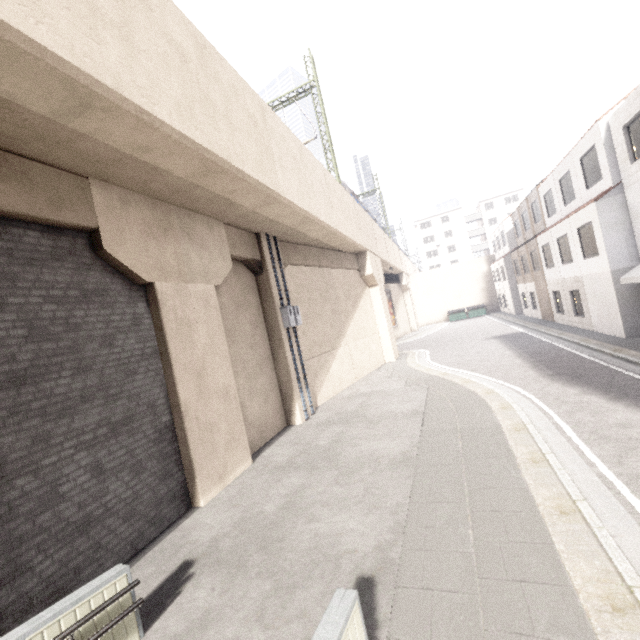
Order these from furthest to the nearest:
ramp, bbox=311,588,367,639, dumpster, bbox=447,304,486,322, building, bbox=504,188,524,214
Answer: building, bbox=504,188,524,214 < dumpster, bbox=447,304,486,322 < ramp, bbox=311,588,367,639

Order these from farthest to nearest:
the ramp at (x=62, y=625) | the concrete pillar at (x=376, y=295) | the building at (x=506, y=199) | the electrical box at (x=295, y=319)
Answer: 1. the building at (x=506, y=199)
2. the concrete pillar at (x=376, y=295)
3. the electrical box at (x=295, y=319)
4. the ramp at (x=62, y=625)

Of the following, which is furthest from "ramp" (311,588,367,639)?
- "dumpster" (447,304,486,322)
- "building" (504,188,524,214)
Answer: "dumpster" (447,304,486,322)

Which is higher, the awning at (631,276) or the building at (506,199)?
the building at (506,199)

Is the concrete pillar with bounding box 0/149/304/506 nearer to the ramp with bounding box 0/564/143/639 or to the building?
the ramp with bounding box 0/564/143/639

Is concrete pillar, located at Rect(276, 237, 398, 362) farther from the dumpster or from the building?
the dumpster

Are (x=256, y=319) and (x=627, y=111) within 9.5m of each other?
no
